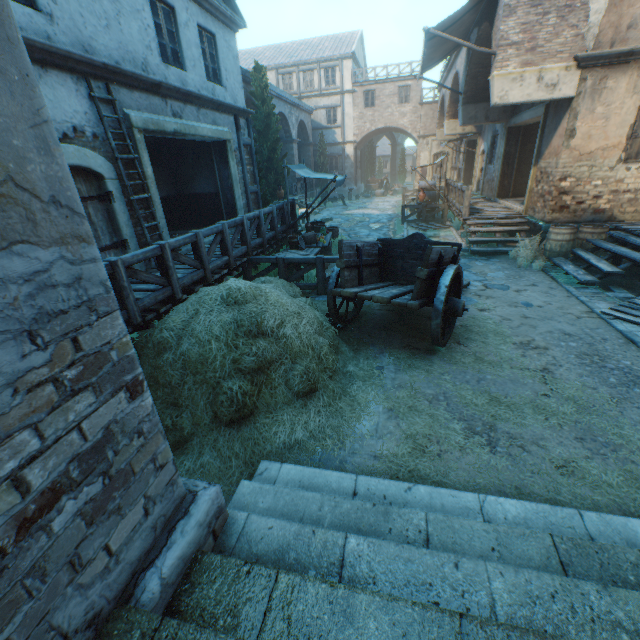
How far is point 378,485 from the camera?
3.0m

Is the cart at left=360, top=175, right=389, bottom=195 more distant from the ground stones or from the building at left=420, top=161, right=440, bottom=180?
the ground stones

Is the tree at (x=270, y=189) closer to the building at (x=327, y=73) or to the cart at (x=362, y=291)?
the building at (x=327, y=73)

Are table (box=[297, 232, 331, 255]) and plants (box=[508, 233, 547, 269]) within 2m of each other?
no

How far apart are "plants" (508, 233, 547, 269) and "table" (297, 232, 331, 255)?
5.5 meters

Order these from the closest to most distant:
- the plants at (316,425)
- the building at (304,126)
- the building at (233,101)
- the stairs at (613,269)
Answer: the building at (233,101), the plants at (316,425), the stairs at (613,269), the building at (304,126)

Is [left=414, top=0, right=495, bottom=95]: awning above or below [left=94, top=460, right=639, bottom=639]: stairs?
above

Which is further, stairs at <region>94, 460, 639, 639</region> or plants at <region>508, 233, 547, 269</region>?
plants at <region>508, 233, 547, 269</region>
